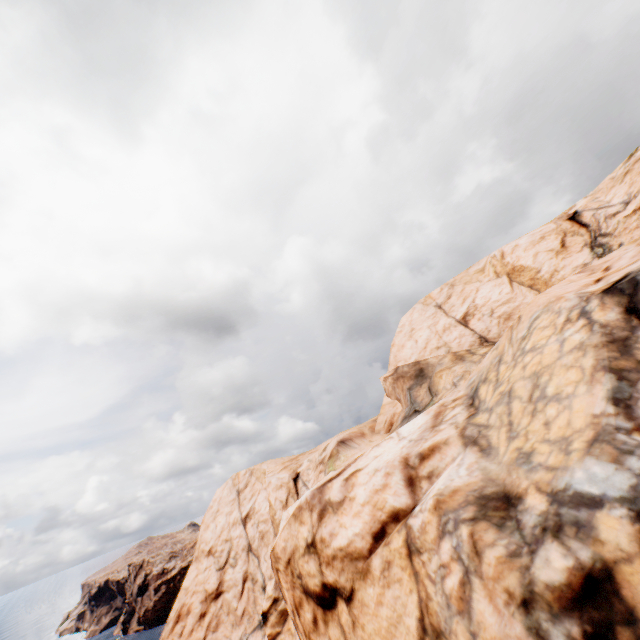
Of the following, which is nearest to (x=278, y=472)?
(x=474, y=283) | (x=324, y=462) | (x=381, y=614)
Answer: (x=324, y=462)
